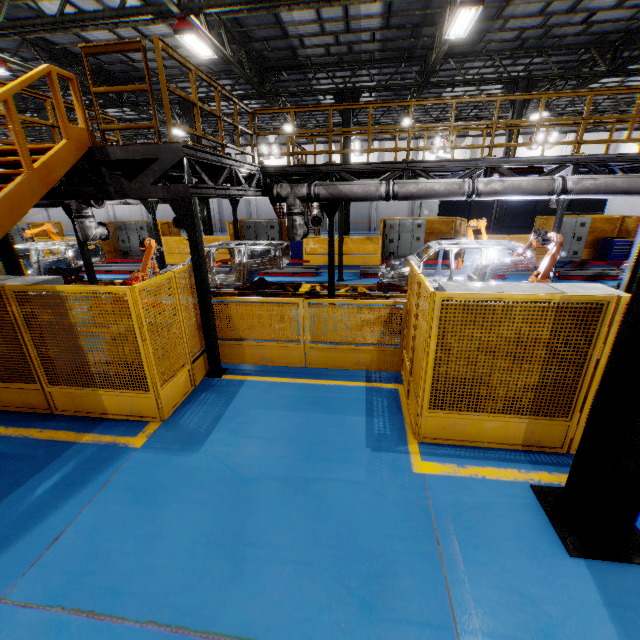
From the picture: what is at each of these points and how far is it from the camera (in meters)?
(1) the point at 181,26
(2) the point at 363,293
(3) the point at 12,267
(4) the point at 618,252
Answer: (1) light, 8.86
(2) platform, 11.07
(3) metal pole, 6.25
(4) toolbox, 15.58

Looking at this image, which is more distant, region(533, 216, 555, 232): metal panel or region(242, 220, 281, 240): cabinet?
region(242, 220, 281, 240): cabinet

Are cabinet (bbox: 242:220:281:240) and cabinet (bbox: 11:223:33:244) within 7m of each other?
no

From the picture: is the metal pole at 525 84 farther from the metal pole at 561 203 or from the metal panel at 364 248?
the metal pole at 561 203

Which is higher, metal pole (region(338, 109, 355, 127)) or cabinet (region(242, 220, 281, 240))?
metal pole (region(338, 109, 355, 127))

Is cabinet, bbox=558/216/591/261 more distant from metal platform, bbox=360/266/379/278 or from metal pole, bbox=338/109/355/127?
metal pole, bbox=338/109/355/127

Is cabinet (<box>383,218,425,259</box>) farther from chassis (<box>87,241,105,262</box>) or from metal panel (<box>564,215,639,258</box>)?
chassis (<box>87,241,105,262</box>)

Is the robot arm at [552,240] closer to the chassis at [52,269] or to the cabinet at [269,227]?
the chassis at [52,269]
